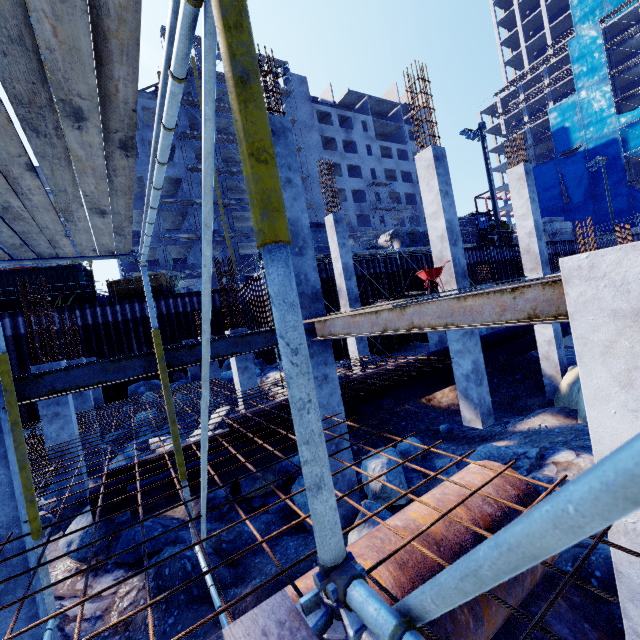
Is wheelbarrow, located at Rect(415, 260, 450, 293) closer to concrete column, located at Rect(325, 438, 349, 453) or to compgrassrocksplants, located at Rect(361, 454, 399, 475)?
concrete column, located at Rect(325, 438, 349, 453)

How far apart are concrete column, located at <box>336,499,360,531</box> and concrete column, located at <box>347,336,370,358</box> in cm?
619

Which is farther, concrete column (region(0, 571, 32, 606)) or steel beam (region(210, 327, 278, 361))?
steel beam (region(210, 327, 278, 361))

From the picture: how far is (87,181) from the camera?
2.3m

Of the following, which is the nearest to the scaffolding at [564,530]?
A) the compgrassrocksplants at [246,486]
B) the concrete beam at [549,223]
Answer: the compgrassrocksplants at [246,486]

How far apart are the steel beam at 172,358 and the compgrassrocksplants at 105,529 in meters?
4.2 m

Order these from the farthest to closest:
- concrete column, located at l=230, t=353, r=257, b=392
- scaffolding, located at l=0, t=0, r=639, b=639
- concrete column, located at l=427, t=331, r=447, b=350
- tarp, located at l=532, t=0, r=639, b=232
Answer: tarp, located at l=532, t=0, r=639, b=232, concrete column, located at l=427, t=331, r=447, b=350, concrete column, located at l=230, t=353, r=257, b=392, scaffolding, located at l=0, t=0, r=639, b=639

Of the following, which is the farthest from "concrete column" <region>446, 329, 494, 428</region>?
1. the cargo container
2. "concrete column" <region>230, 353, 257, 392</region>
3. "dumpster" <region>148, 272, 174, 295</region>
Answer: the cargo container
